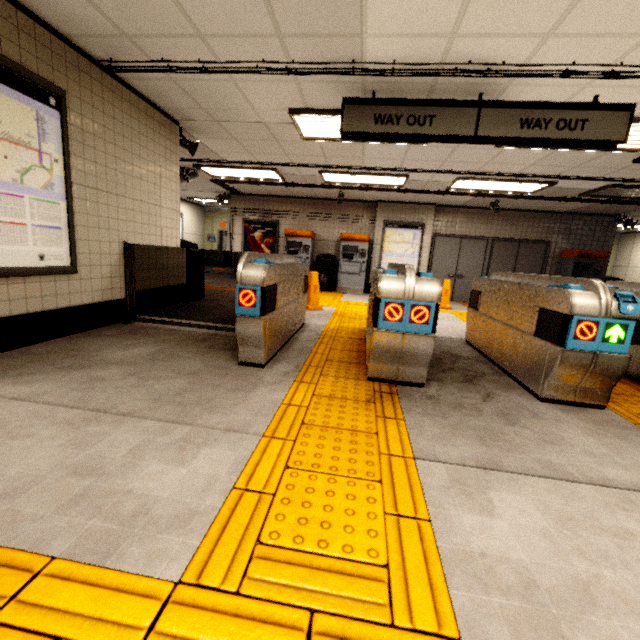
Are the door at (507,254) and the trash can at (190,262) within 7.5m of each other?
no

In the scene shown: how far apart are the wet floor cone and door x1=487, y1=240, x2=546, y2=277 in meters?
6.4

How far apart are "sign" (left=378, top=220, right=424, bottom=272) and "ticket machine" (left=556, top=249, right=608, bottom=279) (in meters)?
4.18

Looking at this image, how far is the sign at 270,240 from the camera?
10.91m

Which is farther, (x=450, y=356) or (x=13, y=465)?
Result: (x=450, y=356)

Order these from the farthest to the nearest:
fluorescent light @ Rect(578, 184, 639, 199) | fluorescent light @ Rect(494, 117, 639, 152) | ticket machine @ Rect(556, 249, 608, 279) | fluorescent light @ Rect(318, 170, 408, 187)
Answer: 1. ticket machine @ Rect(556, 249, 608, 279)
2. fluorescent light @ Rect(318, 170, 408, 187)
3. fluorescent light @ Rect(578, 184, 639, 199)
4. fluorescent light @ Rect(494, 117, 639, 152)

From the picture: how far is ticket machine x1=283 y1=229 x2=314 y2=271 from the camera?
10.1 meters

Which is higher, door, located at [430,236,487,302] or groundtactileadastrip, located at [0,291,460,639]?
door, located at [430,236,487,302]
